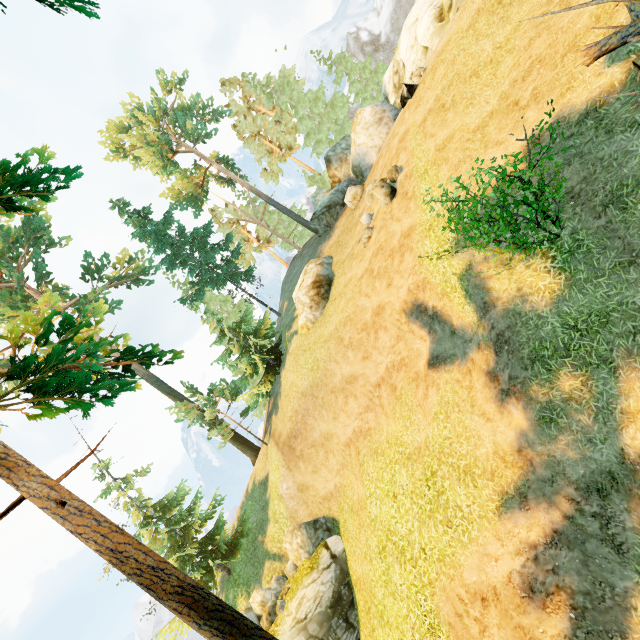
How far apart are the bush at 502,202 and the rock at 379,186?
7.1m

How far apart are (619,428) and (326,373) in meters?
12.0 m

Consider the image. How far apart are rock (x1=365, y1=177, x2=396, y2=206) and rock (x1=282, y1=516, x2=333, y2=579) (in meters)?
16.16

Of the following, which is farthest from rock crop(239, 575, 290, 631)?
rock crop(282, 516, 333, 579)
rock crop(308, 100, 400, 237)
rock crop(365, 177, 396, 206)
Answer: rock crop(308, 100, 400, 237)

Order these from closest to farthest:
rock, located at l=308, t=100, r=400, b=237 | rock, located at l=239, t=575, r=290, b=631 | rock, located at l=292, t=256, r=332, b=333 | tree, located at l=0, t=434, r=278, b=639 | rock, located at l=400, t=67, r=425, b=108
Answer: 1. tree, located at l=0, t=434, r=278, b=639
2. rock, located at l=239, t=575, r=290, b=631
3. rock, located at l=400, t=67, r=425, b=108
4. rock, located at l=292, t=256, r=332, b=333
5. rock, located at l=308, t=100, r=400, b=237

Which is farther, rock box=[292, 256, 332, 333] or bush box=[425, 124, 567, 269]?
rock box=[292, 256, 332, 333]

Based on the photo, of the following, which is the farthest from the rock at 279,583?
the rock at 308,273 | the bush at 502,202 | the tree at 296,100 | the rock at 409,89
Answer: the rock at 409,89

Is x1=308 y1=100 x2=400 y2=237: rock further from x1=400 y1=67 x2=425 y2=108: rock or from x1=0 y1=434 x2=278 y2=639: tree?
x1=400 y1=67 x2=425 y2=108: rock
